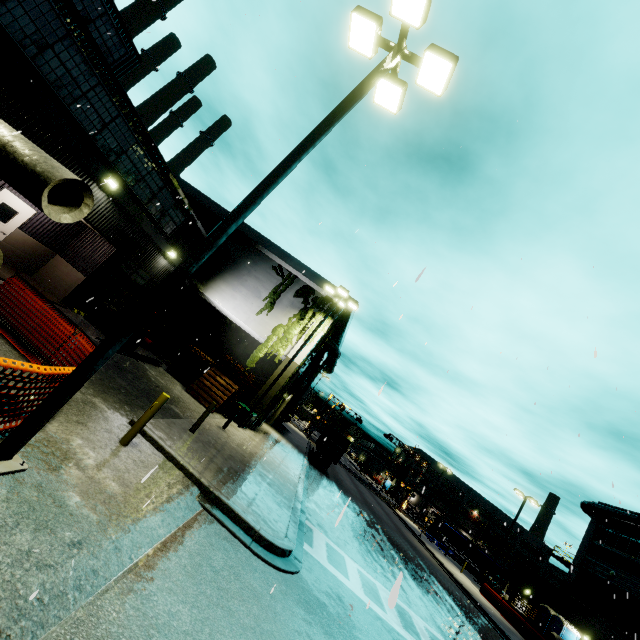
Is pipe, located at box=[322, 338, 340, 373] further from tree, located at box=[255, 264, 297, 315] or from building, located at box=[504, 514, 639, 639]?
tree, located at box=[255, 264, 297, 315]

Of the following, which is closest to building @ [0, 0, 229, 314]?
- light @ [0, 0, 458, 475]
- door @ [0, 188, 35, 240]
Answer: door @ [0, 188, 35, 240]

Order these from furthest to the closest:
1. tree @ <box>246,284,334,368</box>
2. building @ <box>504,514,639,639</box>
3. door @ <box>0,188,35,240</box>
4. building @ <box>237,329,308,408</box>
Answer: building @ <box>504,514,639,639</box> → tree @ <box>246,284,334,368</box> → building @ <box>237,329,308,408</box> → door @ <box>0,188,35,240</box>

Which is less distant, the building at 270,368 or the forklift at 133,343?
the forklift at 133,343

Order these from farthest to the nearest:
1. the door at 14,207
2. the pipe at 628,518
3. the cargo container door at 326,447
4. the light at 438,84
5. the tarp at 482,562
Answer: the tarp at 482,562, the pipe at 628,518, the cargo container door at 326,447, the door at 14,207, the light at 438,84

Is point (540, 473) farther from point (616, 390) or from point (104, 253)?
point (104, 253)

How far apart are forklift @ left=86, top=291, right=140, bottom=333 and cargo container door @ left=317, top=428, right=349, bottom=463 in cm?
1818
